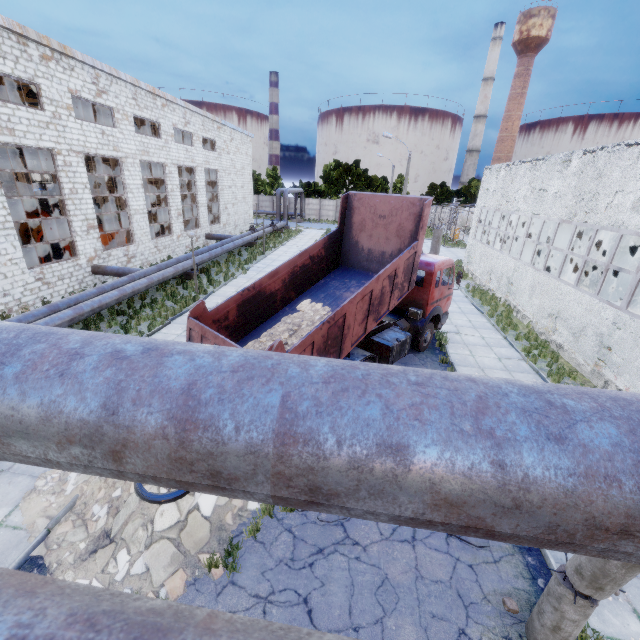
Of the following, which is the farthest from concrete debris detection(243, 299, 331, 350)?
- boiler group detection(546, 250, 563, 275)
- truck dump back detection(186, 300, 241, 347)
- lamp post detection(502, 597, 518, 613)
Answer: boiler group detection(546, 250, 563, 275)

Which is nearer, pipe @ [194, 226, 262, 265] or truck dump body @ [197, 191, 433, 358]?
truck dump body @ [197, 191, 433, 358]

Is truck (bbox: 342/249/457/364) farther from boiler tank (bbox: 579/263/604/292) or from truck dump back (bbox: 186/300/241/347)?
boiler tank (bbox: 579/263/604/292)

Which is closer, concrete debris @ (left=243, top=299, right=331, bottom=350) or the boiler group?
concrete debris @ (left=243, top=299, right=331, bottom=350)

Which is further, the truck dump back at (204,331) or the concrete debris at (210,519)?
the truck dump back at (204,331)

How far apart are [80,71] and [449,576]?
24.3m

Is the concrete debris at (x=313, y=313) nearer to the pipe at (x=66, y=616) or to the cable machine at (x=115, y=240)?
the pipe at (x=66, y=616)

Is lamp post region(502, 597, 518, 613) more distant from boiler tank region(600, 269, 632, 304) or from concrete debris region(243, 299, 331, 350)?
boiler tank region(600, 269, 632, 304)
